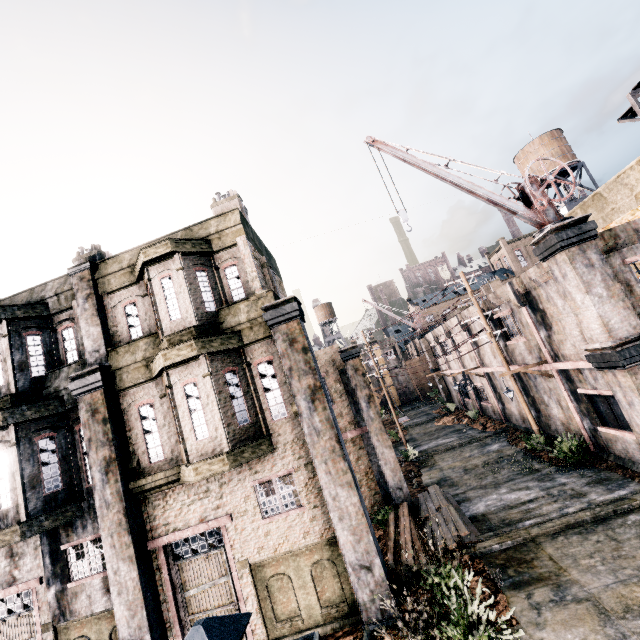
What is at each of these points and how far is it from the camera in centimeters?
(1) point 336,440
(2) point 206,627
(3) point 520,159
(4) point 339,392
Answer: (1) column, 959cm
(2) street light, 148cm
(3) water tower, 3272cm
(4) building, 1631cm

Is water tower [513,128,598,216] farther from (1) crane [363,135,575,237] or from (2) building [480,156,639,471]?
(1) crane [363,135,575,237]

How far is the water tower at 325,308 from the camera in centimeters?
5419cm

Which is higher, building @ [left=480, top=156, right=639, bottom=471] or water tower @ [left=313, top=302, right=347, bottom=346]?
water tower @ [left=313, top=302, right=347, bottom=346]

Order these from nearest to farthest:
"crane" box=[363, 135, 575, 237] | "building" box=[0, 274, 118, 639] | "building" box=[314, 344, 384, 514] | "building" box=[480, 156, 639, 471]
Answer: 1. "building" box=[0, 274, 118, 639]
2. "building" box=[480, 156, 639, 471]
3. "crane" box=[363, 135, 575, 237]
4. "building" box=[314, 344, 384, 514]

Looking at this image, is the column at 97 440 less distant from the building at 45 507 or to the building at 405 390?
the building at 45 507

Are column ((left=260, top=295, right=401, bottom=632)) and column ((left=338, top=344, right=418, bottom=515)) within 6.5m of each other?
yes

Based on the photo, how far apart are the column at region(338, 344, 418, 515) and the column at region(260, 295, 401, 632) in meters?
4.9
